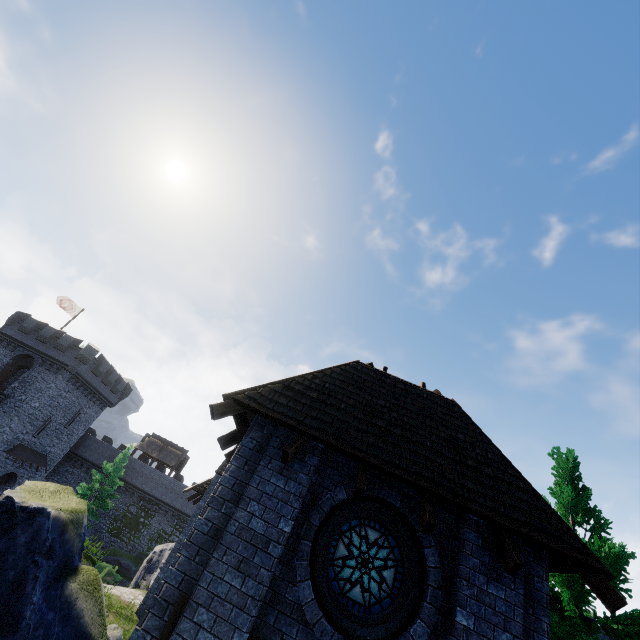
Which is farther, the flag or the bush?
the flag

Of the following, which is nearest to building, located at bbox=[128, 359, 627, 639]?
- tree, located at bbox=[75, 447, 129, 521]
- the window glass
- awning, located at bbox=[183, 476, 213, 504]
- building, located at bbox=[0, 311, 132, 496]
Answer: awning, located at bbox=[183, 476, 213, 504]

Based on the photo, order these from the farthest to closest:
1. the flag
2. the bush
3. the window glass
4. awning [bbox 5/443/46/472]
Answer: the flag → awning [bbox 5/443/46/472] → the bush → the window glass

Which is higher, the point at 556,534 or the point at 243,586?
the point at 556,534

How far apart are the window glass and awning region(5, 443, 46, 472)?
39.4m

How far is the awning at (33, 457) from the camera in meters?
31.2 m

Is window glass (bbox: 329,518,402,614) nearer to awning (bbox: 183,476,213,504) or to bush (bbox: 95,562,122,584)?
awning (bbox: 183,476,213,504)

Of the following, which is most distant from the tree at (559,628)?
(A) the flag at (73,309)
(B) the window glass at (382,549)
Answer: (A) the flag at (73,309)
